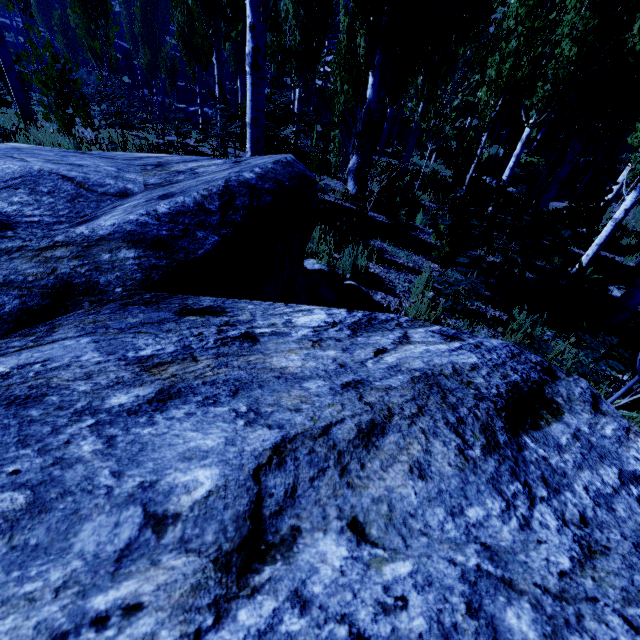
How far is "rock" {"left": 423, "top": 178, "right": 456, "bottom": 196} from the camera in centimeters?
1280cm

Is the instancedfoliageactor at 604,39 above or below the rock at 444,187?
above

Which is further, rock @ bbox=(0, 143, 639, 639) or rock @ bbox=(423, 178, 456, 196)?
rock @ bbox=(423, 178, 456, 196)

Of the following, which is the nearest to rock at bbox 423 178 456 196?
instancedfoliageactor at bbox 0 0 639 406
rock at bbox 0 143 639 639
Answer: instancedfoliageactor at bbox 0 0 639 406

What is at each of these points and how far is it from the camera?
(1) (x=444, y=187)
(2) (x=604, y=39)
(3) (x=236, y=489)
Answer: (1) rock, 12.8m
(2) instancedfoliageactor, 6.4m
(3) rock, 0.7m

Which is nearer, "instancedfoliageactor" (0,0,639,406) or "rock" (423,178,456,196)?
"instancedfoliageactor" (0,0,639,406)

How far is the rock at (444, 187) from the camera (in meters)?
12.80

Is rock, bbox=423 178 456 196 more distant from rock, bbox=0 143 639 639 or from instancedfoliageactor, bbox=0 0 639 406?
rock, bbox=0 143 639 639
